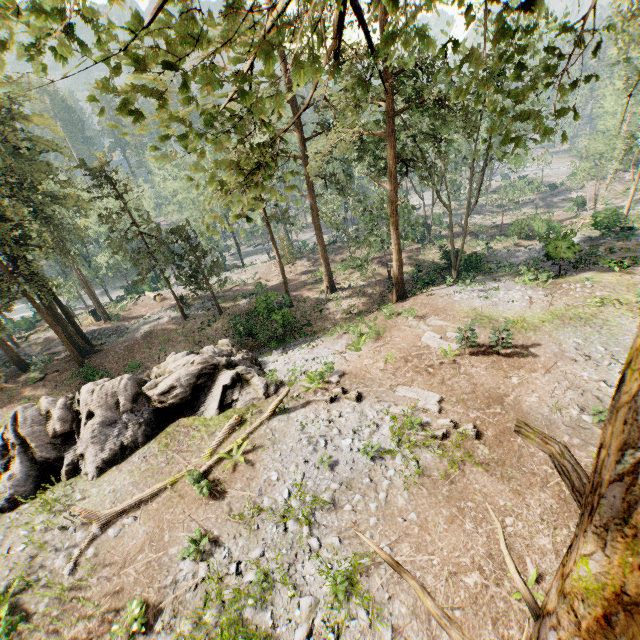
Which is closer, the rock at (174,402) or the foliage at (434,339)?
the rock at (174,402)

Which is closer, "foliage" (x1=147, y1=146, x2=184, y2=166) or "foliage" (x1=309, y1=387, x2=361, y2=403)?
"foliage" (x1=147, y1=146, x2=184, y2=166)

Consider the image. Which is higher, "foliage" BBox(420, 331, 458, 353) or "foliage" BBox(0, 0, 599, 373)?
"foliage" BBox(0, 0, 599, 373)

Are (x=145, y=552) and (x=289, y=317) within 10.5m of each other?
→ no

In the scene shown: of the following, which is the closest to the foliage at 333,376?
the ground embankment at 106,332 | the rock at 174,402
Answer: the ground embankment at 106,332

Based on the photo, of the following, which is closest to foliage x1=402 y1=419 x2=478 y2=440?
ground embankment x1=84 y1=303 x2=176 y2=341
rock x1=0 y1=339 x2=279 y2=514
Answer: ground embankment x1=84 y1=303 x2=176 y2=341
